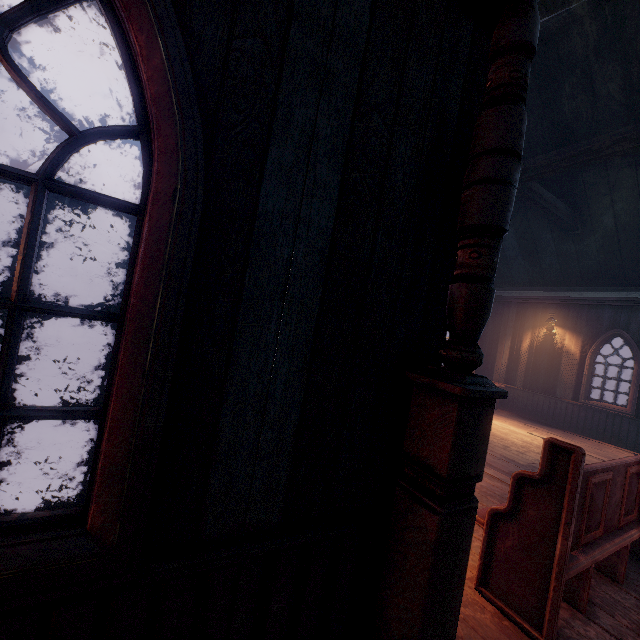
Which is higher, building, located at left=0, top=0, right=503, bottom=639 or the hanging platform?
building, located at left=0, top=0, right=503, bottom=639

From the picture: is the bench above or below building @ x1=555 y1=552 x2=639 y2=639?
above

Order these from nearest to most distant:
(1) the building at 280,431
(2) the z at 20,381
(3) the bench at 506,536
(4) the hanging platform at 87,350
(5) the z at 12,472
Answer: (1) the building at 280,431
(3) the bench at 506,536
(5) the z at 12,472
(2) the z at 20,381
(4) the hanging platform at 87,350

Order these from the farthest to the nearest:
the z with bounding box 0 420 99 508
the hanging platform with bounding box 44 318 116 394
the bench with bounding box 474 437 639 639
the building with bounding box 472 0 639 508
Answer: the hanging platform with bounding box 44 318 116 394
the building with bounding box 472 0 639 508
the z with bounding box 0 420 99 508
the bench with bounding box 474 437 639 639

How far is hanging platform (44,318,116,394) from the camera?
8.1m

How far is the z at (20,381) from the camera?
7.02m

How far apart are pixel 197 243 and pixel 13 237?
21.78m

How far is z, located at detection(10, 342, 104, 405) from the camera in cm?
702
